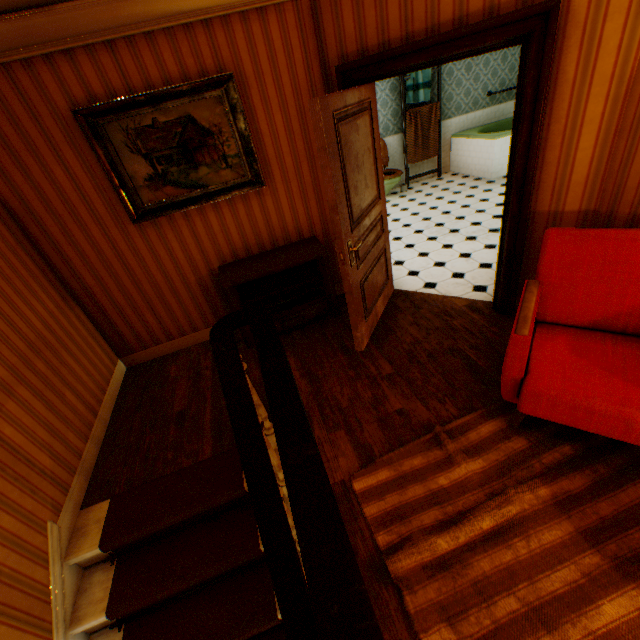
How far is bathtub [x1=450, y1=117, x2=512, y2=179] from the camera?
6.7 meters

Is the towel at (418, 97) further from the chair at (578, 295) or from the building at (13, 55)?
the chair at (578, 295)

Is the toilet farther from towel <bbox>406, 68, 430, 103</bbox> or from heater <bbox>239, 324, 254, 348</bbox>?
heater <bbox>239, 324, 254, 348</bbox>

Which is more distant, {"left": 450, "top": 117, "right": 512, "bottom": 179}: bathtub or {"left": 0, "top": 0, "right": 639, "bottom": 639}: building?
{"left": 450, "top": 117, "right": 512, "bottom": 179}: bathtub

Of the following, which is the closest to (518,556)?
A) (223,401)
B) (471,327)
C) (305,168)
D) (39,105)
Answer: (471,327)

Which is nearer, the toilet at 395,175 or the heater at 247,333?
the heater at 247,333

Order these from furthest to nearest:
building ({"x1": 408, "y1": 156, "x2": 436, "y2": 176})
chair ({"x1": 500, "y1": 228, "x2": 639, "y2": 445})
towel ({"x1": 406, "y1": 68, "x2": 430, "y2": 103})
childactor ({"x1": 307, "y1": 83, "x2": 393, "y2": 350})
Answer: building ({"x1": 408, "y1": 156, "x2": 436, "y2": 176}) → towel ({"x1": 406, "y1": 68, "x2": 430, "y2": 103}) → childactor ({"x1": 307, "y1": 83, "x2": 393, "y2": 350}) → chair ({"x1": 500, "y1": 228, "x2": 639, "y2": 445})

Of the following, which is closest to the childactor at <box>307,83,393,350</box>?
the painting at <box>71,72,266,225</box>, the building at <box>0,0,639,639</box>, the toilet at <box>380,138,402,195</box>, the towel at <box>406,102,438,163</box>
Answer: the building at <box>0,0,639,639</box>
